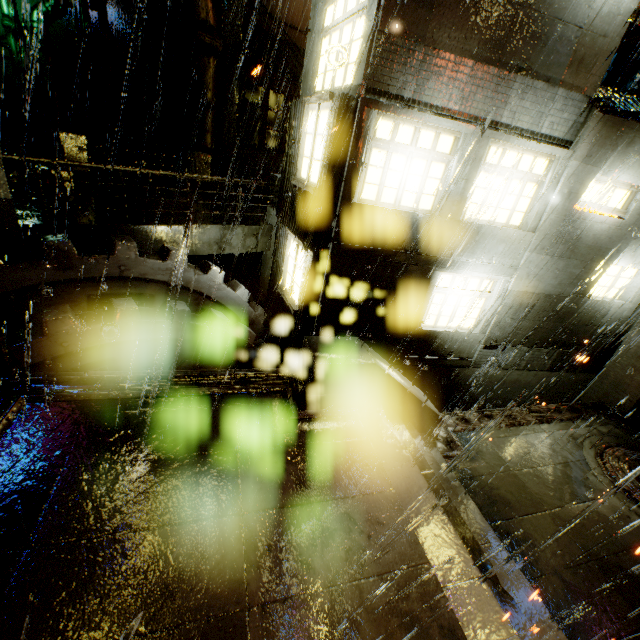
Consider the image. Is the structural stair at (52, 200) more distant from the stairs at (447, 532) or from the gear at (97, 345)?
the stairs at (447, 532)

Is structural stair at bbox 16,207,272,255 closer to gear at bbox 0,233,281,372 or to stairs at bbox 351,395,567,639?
gear at bbox 0,233,281,372

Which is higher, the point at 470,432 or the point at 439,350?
the point at 439,350

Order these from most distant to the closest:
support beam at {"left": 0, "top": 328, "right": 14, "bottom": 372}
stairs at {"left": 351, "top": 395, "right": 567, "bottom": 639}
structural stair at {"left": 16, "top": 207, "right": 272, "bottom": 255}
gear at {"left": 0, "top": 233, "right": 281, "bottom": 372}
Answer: structural stair at {"left": 16, "top": 207, "right": 272, "bottom": 255} → gear at {"left": 0, "top": 233, "right": 281, "bottom": 372} → support beam at {"left": 0, "top": 328, "right": 14, "bottom": 372} → stairs at {"left": 351, "top": 395, "right": 567, "bottom": 639}

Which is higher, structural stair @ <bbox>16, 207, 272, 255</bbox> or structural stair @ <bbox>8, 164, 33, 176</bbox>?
structural stair @ <bbox>8, 164, 33, 176</bbox>

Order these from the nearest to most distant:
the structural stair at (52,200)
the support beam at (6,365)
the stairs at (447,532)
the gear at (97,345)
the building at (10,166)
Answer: the stairs at (447,532)
the support beam at (6,365)
the gear at (97,345)
the structural stair at (52,200)
the building at (10,166)

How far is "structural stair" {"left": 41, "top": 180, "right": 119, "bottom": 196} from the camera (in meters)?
9.46

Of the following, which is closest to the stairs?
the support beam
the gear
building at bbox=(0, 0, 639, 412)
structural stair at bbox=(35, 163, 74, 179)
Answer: building at bbox=(0, 0, 639, 412)
